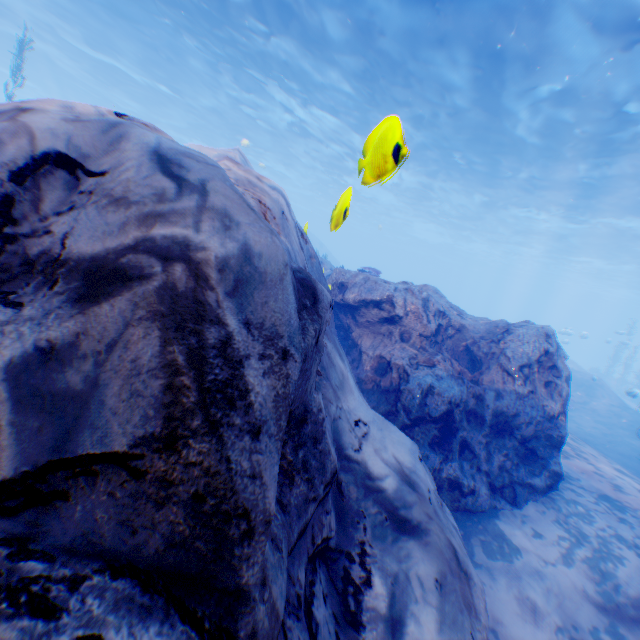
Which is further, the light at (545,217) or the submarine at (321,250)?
the submarine at (321,250)

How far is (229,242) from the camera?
1.55m

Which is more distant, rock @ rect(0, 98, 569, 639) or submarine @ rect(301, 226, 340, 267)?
submarine @ rect(301, 226, 340, 267)

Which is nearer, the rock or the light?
the rock

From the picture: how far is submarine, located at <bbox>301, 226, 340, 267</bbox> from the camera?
16.6 meters

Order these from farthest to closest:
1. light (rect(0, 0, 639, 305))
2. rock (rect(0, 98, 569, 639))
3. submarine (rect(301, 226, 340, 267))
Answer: submarine (rect(301, 226, 340, 267)), light (rect(0, 0, 639, 305)), rock (rect(0, 98, 569, 639))

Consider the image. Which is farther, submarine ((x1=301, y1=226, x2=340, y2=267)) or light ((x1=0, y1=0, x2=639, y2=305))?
submarine ((x1=301, y1=226, x2=340, y2=267))

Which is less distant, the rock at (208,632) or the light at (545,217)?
the rock at (208,632)
